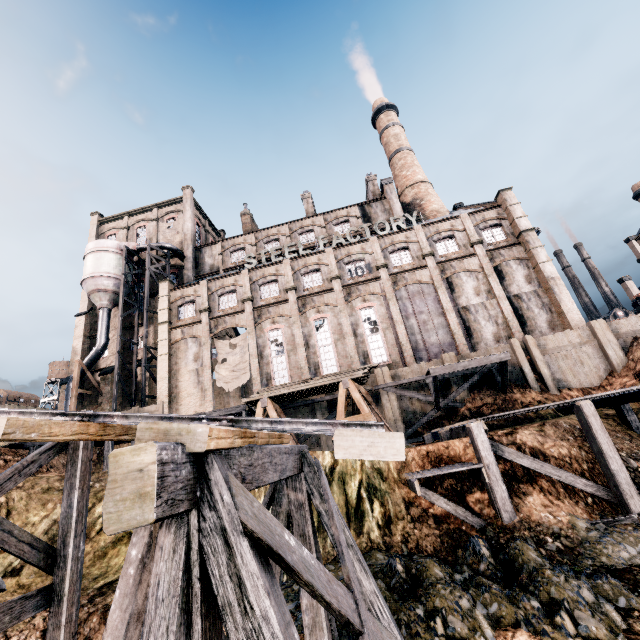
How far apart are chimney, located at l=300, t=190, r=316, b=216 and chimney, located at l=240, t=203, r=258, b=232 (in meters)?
7.54

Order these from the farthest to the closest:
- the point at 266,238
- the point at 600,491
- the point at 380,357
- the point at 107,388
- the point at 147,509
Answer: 1. the point at 266,238
2. the point at 107,388
3. the point at 380,357
4. the point at 600,491
5. the point at 147,509

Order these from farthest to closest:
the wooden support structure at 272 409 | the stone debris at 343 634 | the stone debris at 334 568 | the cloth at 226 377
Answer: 1. the cloth at 226 377
2. the wooden support structure at 272 409
3. the stone debris at 334 568
4. the stone debris at 343 634

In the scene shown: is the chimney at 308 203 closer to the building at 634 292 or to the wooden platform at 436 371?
the building at 634 292

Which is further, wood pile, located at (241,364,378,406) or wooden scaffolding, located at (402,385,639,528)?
wood pile, located at (241,364,378,406)

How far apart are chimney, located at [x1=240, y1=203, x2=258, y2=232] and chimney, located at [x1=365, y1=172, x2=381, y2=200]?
16.8m

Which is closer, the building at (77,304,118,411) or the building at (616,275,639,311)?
the building at (77,304,118,411)

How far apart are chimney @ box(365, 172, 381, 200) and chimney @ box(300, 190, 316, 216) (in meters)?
7.59
